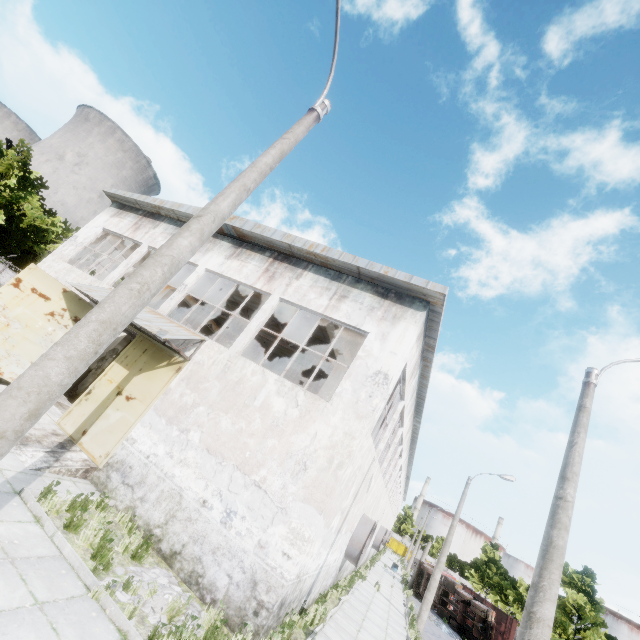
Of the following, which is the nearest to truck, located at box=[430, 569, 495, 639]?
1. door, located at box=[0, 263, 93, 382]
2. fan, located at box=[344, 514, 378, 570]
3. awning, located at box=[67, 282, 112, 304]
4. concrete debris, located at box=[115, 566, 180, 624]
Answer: fan, located at box=[344, 514, 378, 570]

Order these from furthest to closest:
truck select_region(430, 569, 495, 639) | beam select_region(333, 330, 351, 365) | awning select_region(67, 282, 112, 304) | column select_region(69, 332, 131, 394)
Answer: truck select_region(430, 569, 495, 639)
column select_region(69, 332, 131, 394)
beam select_region(333, 330, 351, 365)
awning select_region(67, 282, 112, 304)

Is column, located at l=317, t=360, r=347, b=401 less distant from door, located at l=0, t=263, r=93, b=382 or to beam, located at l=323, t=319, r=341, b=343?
beam, located at l=323, t=319, r=341, b=343

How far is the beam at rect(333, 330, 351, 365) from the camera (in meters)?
12.99

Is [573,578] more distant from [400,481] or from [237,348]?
[237,348]

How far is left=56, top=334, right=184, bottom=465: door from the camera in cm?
1019

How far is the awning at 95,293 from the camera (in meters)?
11.82

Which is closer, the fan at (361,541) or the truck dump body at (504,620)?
the fan at (361,541)
